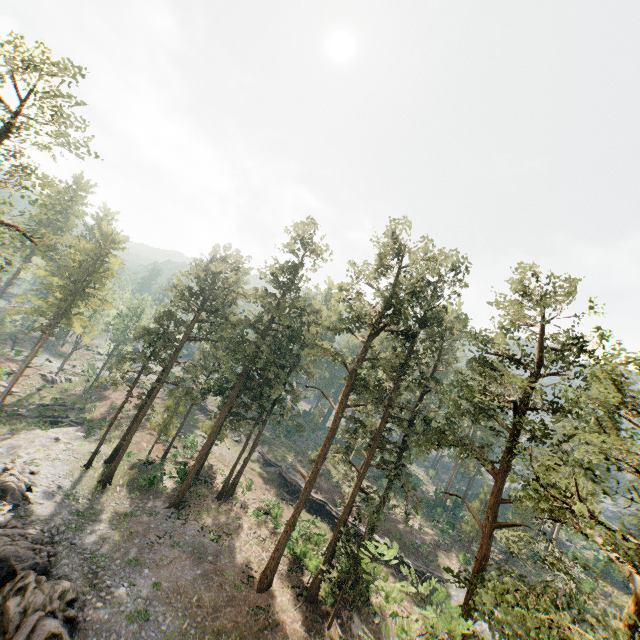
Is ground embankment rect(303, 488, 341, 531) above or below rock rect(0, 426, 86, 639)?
above

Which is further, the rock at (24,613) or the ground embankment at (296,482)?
the ground embankment at (296,482)

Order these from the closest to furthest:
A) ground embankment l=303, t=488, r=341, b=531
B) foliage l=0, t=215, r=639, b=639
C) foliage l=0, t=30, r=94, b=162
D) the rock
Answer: foliage l=0, t=215, r=639, b=639 → the rock → foliage l=0, t=30, r=94, b=162 → ground embankment l=303, t=488, r=341, b=531

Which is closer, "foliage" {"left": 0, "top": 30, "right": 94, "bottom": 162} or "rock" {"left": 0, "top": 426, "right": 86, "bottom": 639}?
"rock" {"left": 0, "top": 426, "right": 86, "bottom": 639}

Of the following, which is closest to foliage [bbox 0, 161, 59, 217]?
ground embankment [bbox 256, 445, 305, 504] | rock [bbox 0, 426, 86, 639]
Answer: ground embankment [bbox 256, 445, 305, 504]

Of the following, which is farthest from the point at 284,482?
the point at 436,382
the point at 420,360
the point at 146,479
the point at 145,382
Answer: the point at 436,382

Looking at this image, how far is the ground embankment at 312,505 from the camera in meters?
39.6 m
